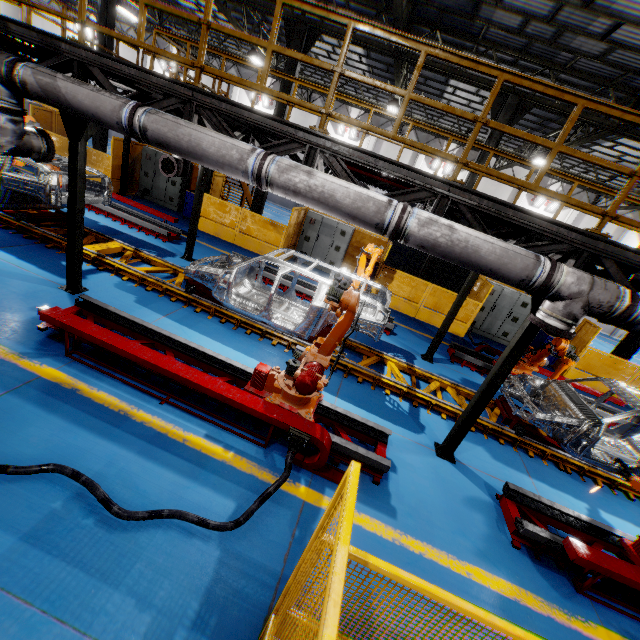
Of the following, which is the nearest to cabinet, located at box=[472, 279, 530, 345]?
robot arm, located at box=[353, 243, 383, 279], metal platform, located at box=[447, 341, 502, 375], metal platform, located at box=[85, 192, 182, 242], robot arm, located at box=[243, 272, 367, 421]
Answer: metal platform, located at box=[447, 341, 502, 375]

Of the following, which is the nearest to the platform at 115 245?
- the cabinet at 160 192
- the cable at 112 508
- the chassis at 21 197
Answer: the chassis at 21 197

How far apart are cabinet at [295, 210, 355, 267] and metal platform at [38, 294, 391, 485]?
9.2m

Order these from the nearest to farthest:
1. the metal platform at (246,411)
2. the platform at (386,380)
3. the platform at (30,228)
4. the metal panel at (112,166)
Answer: the metal platform at (246,411) < the platform at (386,380) < the platform at (30,228) < the metal panel at (112,166)

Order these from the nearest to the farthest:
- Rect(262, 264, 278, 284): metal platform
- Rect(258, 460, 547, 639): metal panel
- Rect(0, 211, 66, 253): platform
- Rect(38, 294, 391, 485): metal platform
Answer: Rect(258, 460, 547, 639): metal panel → Rect(38, 294, 391, 485): metal platform → Rect(0, 211, 66, 253): platform → Rect(262, 264, 278, 284): metal platform

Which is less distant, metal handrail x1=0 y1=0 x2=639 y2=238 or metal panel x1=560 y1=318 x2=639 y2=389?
metal handrail x1=0 y1=0 x2=639 y2=238

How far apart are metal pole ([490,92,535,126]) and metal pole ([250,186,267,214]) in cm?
617

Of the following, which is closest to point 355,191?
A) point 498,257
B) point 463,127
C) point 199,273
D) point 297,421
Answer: point 498,257
